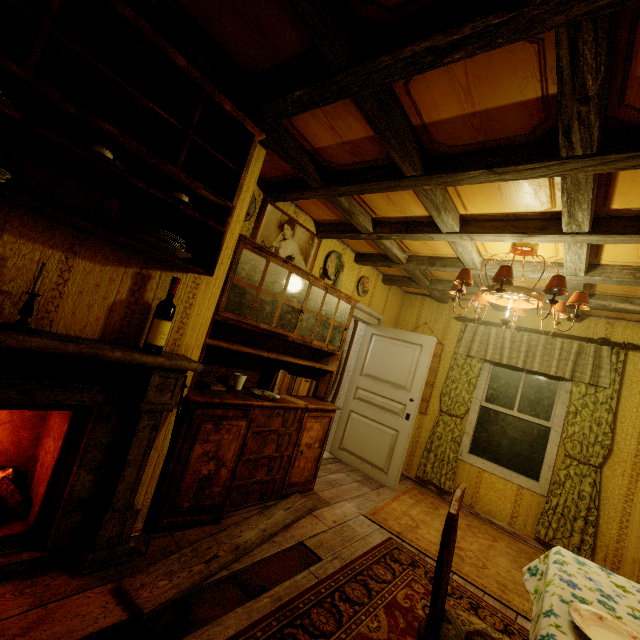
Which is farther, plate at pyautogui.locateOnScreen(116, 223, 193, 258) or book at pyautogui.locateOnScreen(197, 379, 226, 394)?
book at pyautogui.locateOnScreen(197, 379, 226, 394)

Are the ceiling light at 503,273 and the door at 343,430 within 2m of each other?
yes

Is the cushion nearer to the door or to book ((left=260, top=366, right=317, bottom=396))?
book ((left=260, top=366, right=317, bottom=396))

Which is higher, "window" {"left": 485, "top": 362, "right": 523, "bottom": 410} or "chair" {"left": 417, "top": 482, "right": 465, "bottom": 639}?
"window" {"left": 485, "top": 362, "right": 523, "bottom": 410}

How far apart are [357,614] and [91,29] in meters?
3.5 m

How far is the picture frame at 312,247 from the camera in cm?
312

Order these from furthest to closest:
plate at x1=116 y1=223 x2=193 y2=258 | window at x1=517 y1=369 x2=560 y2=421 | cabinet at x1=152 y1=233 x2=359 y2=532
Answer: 1. window at x1=517 y1=369 x2=560 y2=421
2. cabinet at x1=152 y1=233 x2=359 y2=532
3. plate at x1=116 y1=223 x2=193 y2=258

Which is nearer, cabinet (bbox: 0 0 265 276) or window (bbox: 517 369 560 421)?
cabinet (bbox: 0 0 265 276)
